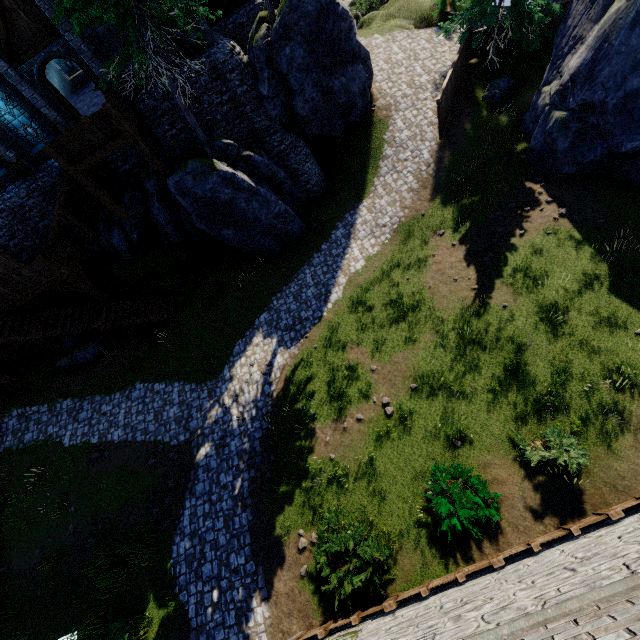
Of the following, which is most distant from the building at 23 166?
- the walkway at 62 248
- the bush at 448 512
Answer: the bush at 448 512

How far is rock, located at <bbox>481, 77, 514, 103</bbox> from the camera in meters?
17.1 m

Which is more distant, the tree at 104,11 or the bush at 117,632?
the bush at 117,632

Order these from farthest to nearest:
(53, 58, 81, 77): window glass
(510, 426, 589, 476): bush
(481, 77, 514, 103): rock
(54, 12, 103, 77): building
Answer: (53, 58, 81, 77): window glass
(481, 77, 514, 103): rock
(54, 12, 103, 77): building
(510, 426, 589, 476): bush

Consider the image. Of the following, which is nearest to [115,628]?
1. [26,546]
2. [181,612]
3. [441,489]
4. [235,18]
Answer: [181,612]

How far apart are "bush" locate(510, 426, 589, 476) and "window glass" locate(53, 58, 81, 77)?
33.0m

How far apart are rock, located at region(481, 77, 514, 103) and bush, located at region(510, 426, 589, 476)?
16.78m

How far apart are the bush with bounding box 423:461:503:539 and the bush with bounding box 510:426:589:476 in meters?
0.8 m
